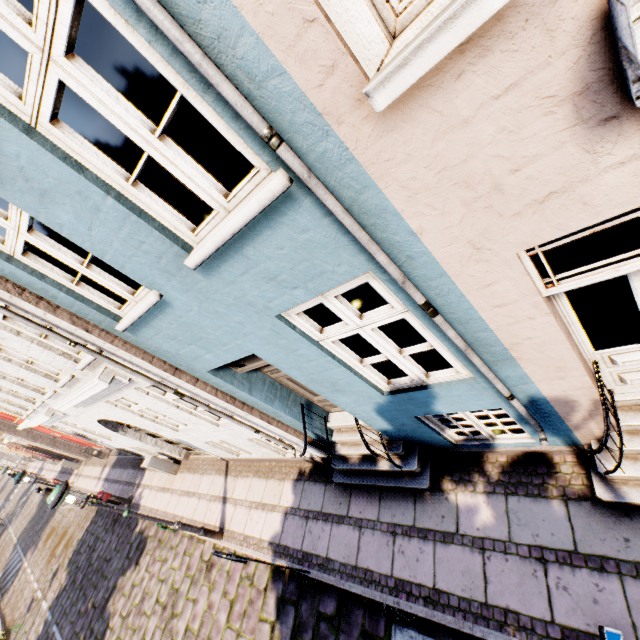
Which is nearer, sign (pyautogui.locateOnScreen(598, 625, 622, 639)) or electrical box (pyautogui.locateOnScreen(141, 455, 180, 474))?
sign (pyautogui.locateOnScreen(598, 625, 622, 639))

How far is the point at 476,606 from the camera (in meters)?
3.84

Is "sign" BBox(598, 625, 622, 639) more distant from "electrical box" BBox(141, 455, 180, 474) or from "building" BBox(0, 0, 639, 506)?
"electrical box" BBox(141, 455, 180, 474)

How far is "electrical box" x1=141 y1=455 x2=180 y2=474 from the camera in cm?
1080

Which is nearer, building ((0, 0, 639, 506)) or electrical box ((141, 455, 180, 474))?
building ((0, 0, 639, 506))

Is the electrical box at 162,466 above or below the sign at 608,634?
below

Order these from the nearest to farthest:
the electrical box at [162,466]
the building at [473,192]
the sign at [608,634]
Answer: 1. the building at [473,192]
2. the sign at [608,634]
3. the electrical box at [162,466]
